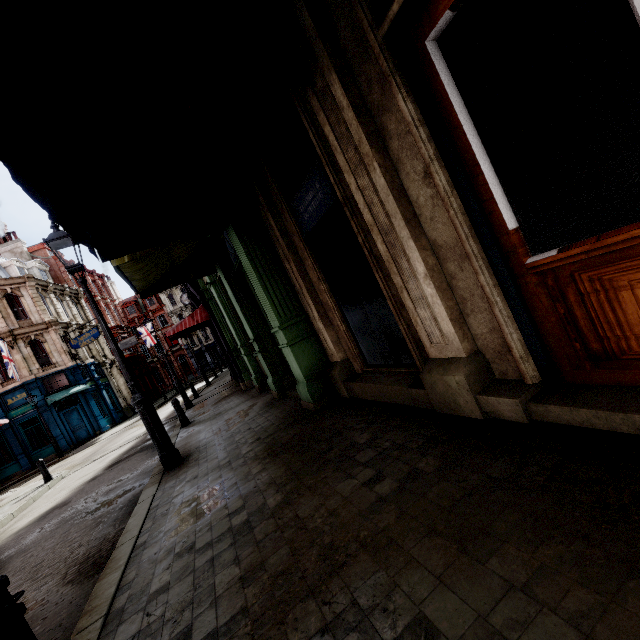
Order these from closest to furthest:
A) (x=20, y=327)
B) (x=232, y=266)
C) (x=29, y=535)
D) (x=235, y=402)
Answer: (x=29, y=535) < (x=232, y=266) < (x=235, y=402) < (x=20, y=327)

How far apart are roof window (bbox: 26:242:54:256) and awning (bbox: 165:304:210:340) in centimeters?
3072cm

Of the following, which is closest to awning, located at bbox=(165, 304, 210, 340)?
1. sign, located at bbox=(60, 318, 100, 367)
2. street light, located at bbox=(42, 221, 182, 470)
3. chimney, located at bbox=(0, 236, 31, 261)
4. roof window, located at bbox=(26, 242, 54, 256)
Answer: street light, located at bbox=(42, 221, 182, 470)

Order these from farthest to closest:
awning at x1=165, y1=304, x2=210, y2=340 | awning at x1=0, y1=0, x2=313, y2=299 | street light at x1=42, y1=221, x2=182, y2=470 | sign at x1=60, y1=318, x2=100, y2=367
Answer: sign at x1=60, y1=318, x2=100, y2=367 < awning at x1=165, y1=304, x2=210, y2=340 < street light at x1=42, y1=221, x2=182, y2=470 < awning at x1=0, y1=0, x2=313, y2=299

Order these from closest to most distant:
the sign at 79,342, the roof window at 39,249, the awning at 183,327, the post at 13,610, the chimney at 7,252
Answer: the post at 13,610 → the awning at 183,327 → the sign at 79,342 → the chimney at 7,252 → the roof window at 39,249

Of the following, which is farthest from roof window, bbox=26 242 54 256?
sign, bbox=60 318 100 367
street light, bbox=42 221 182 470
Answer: street light, bbox=42 221 182 470

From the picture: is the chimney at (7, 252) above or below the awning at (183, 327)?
above

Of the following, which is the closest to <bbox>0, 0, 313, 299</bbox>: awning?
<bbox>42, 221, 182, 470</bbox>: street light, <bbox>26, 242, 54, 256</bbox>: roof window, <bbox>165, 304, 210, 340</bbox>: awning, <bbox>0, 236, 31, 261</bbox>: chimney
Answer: <bbox>42, 221, 182, 470</bbox>: street light
